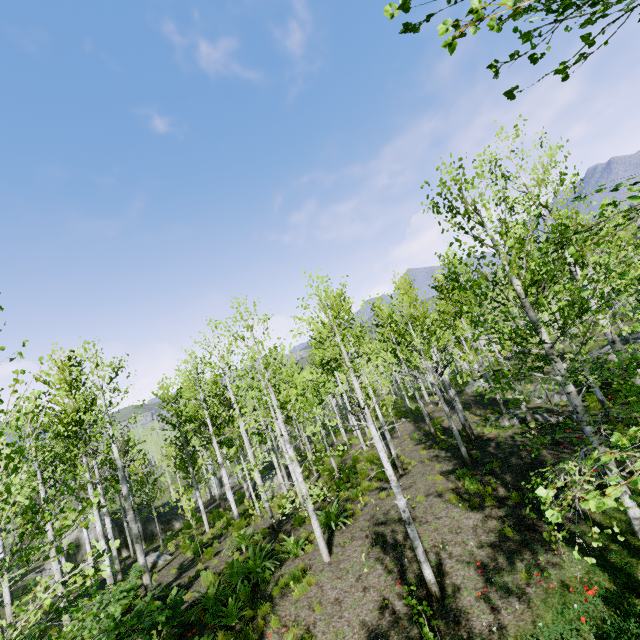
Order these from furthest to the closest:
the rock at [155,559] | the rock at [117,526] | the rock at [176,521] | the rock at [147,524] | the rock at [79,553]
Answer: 1. the rock at [176,521]
2. the rock at [147,524]
3. the rock at [117,526]
4. the rock at [79,553]
5. the rock at [155,559]

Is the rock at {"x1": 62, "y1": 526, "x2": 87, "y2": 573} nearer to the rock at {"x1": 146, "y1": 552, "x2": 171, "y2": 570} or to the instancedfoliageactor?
the rock at {"x1": 146, "y1": 552, "x2": 171, "y2": 570}

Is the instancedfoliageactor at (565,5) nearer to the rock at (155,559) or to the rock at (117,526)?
the rock at (155,559)

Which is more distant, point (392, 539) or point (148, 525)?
point (148, 525)

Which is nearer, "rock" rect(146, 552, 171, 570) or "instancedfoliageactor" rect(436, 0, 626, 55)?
"instancedfoliageactor" rect(436, 0, 626, 55)

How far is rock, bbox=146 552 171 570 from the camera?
16.1m

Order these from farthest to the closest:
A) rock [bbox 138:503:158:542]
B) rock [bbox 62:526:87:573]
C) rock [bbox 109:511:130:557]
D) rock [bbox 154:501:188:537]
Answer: rock [bbox 154:501:188:537]
rock [bbox 138:503:158:542]
rock [bbox 109:511:130:557]
rock [bbox 62:526:87:573]
